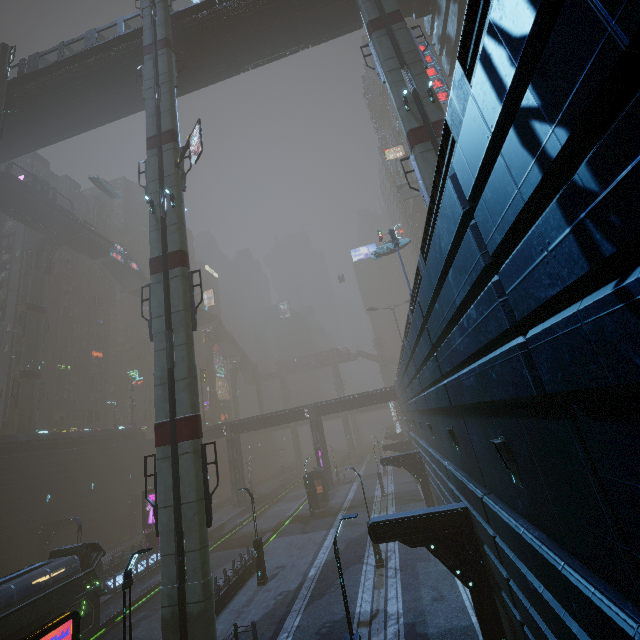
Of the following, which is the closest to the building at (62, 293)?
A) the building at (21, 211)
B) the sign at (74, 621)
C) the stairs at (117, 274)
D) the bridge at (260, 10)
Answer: the bridge at (260, 10)

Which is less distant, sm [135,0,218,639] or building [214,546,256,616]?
sm [135,0,218,639]

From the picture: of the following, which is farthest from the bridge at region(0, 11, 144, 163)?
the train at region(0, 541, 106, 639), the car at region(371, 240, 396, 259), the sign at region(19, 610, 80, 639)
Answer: the sign at region(19, 610, 80, 639)

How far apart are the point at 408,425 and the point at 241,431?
25.3 meters

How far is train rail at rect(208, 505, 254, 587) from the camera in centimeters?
2766cm

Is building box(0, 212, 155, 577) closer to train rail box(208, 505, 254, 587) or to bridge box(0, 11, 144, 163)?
train rail box(208, 505, 254, 587)

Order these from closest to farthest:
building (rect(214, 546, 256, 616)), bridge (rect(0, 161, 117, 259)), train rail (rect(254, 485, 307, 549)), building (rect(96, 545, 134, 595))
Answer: building (rect(214, 546, 256, 616)) → building (rect(96, 545, 134, 595)) → train rail (rect(254, 485, 307, 549)) → bridge (rect(0, 161, 117, 259))

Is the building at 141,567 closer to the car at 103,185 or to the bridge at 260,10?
the bridge at 260,10
